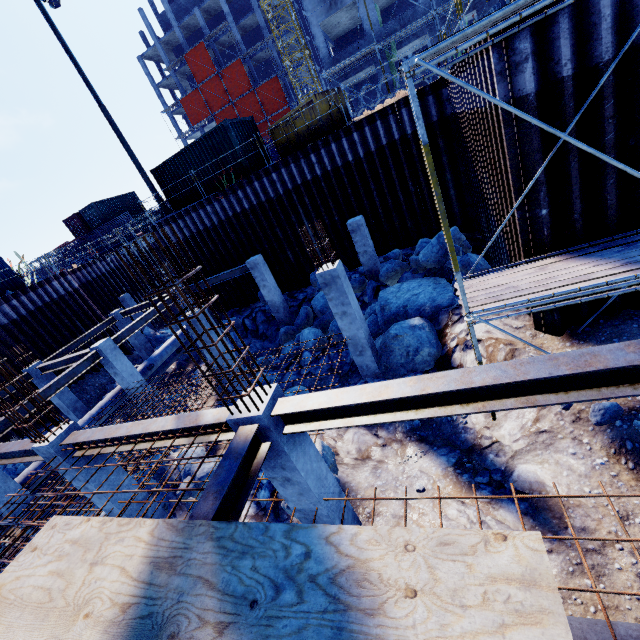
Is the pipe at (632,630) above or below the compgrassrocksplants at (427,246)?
below

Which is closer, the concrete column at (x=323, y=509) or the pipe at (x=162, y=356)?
the concrete column at (x=323, y=509)

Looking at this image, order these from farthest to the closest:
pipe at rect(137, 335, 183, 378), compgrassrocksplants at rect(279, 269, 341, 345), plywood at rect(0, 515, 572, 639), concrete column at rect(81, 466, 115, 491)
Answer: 1. pipe at rect(137, 335, 183, 378)
2. compgrassrocksplants at rect(279, 269, 341, 345)
3. concrete column at rect(81, 466, 115, 491)
4. plywood at rect(0, 515, 572, 639)

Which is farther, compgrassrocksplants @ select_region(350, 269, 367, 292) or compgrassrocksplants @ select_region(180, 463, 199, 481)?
compgrassrocksplants @ select_region(350, 269, 367, 292)

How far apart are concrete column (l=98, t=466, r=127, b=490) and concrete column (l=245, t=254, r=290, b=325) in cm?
931

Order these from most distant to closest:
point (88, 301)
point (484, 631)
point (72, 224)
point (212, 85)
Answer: point (212, 85), point (72, 224), point (88, 301), point (484, 631)

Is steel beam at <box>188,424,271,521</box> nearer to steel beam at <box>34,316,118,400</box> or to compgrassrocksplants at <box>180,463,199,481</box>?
compgrassrocksplants at <box>180,463,199,481</box>

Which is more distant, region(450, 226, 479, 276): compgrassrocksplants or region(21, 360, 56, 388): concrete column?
region(21, 360, 56, 388): concrete column
